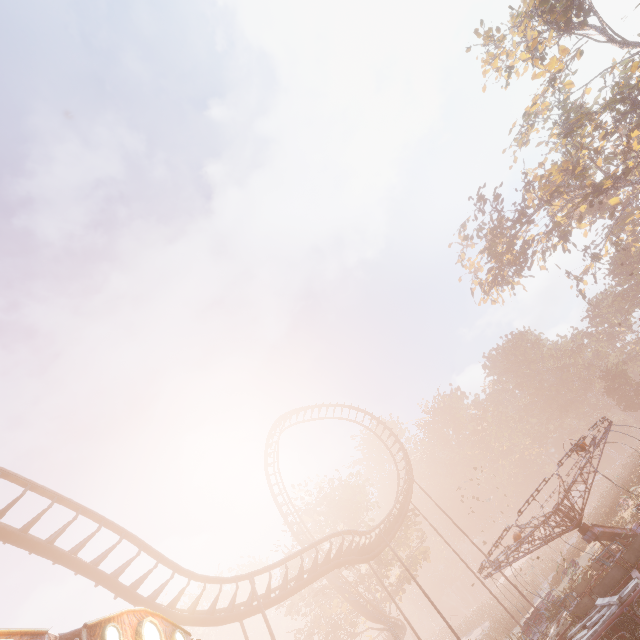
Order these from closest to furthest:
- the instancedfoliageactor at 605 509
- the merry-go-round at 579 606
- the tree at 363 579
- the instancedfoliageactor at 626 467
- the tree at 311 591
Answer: the merry-go-round at 579 606
the instancedfoliageactor at 605 509
the instancedfoliageactor at 626 467
the tree at 311 591
the tree at 363 579

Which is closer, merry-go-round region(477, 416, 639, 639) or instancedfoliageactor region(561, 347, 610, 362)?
merry-go-round region(477, 416, 639, 639)

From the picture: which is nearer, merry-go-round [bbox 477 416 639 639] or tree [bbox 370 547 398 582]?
merry-go-round [bbox 477 416 639 639]

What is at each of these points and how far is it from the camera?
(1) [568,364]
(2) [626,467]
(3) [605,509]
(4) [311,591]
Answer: (1) instancedfoliageactor, 58.2 meters
(2) instancedfoliageactor, 44.4 meters
(3) instancedfoliageactor, 35.7 meters
(4) tree, 29.5 meters

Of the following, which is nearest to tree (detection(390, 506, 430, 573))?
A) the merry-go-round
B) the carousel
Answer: the merry-go-round

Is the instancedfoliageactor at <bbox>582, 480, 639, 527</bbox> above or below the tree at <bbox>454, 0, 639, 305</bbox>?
below

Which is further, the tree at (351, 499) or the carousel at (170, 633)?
the tree at (351, 499)

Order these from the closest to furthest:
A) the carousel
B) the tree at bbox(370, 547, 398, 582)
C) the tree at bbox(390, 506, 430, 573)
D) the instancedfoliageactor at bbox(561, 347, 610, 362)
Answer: the carousel
the tree at bbox(370, 547, 398, 582)
the tree at bbox(390, 506, 430, 573)
the instancedfoliageactor at bbox(561, 347, 610, 362)
